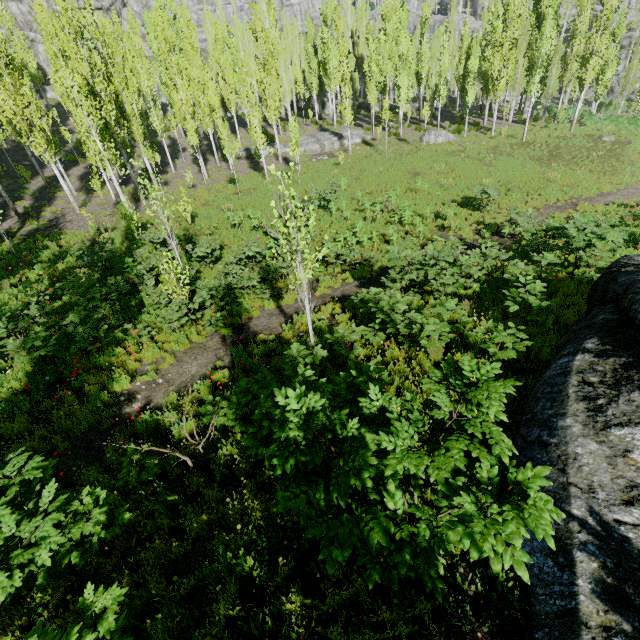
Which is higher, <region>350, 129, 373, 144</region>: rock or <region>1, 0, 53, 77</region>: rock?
<region>1, 0, 53, 77</region>: rock

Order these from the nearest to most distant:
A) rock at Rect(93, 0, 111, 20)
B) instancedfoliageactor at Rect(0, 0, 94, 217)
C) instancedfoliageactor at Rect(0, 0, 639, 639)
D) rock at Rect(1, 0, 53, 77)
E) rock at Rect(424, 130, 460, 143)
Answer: instancedfoliageactor at Rect(0, 0, 639, 639) < instancedfoliageactor at Rect(0, 0, 94, 217) < rock at Rect(424, 130, 460, 143) < rock at Rect(1, 0, 53, 77) < rock at Rect(93, 0, 111, 20)

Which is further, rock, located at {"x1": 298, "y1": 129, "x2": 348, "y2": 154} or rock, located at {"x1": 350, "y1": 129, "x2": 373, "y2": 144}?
rock, located at {"x1": 350, "y1": 129, "x2": 373, "y2": 144}

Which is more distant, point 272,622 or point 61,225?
point 61,225

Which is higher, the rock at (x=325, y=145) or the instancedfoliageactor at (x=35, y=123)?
the instancedfoliageactor at (x=35, y=123)

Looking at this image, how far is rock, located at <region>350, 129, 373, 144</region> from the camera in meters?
33.6

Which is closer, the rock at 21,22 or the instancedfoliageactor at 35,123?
the instancedfoliageactor at 35,123

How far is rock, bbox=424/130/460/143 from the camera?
31.9 meters
